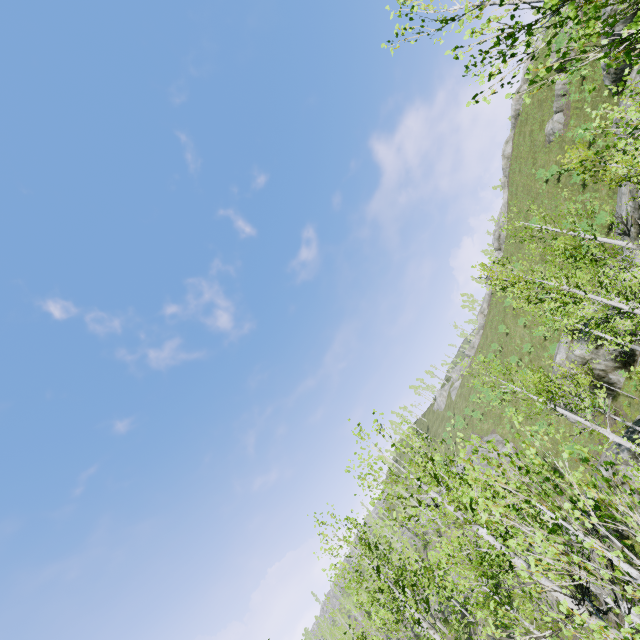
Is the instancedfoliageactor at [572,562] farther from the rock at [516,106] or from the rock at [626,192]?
the rock at [516,106]

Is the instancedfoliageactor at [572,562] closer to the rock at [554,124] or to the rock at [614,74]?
the rock at [614,74]

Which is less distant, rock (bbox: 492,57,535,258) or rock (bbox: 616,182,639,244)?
rock (bbox: 616,182,639,244)

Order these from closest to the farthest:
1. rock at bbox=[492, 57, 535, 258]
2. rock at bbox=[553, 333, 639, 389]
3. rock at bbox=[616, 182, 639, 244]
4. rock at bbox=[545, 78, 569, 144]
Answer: rock at bbox=[616, 182, 639, 244]
rock at bbox=[553, 333, 639, 389]
rock at bbox=[545, 78, 569, 144]
rock at bbox=[492, 57, 535, 258]

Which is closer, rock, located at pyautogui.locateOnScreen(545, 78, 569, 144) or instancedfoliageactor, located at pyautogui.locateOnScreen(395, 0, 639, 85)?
instancedfoliageactor, located at pyautogui.locateOnScreen(395, 0, 639, 85)

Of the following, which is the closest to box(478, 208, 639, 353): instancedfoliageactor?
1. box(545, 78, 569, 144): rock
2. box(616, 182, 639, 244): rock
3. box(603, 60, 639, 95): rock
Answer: box(616, 182, 639, 244): rock

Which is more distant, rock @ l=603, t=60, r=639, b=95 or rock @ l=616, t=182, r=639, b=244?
rock @ l=603, t=60, r=639, b=95

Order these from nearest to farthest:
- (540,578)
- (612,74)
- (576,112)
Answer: (540,578), (612,74), (576,112)
